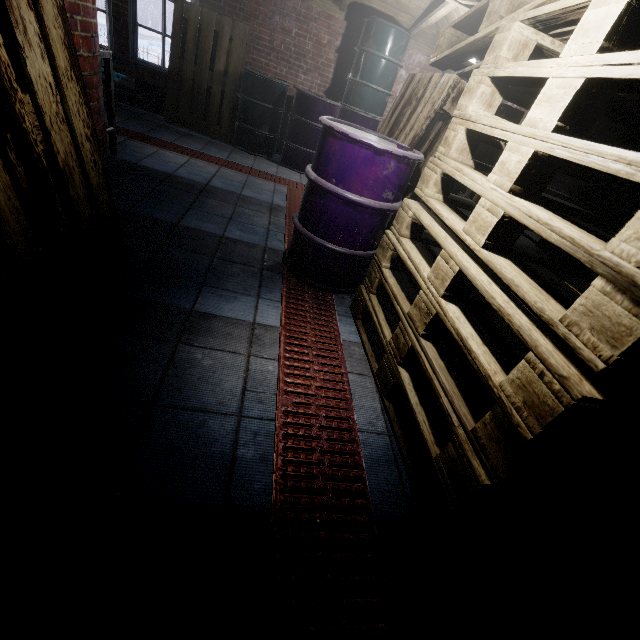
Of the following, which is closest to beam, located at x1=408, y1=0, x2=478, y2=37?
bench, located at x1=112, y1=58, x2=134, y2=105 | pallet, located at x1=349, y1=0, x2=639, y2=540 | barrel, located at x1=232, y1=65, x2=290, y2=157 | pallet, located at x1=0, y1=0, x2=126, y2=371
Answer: pallet, located at x1=349, y1=0, x2=639, y2=540

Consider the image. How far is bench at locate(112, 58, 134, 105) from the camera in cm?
456

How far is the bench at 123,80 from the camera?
4.6m

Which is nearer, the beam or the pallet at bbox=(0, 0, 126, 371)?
the pallet at bbox=(0, 0, 126, 371)

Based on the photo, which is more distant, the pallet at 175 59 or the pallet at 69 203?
the pallet at 175 59

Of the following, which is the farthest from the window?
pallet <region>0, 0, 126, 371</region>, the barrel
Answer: pallet <region>0, 0, 126, 371</region>

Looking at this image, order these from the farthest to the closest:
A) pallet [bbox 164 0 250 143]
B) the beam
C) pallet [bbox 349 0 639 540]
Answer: pallet [bbox 164 0 250 143]
the beam
pallet [bbox 349 0 639 540]

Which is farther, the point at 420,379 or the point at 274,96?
the point at 274,96
